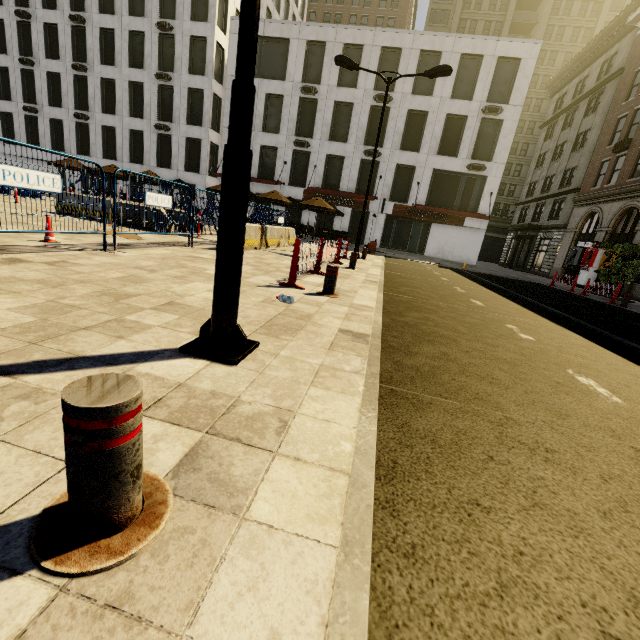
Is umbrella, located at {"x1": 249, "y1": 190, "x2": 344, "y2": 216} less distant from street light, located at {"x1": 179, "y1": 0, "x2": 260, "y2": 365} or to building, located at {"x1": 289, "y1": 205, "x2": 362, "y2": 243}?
building, located at {"x1": 289, "y1": 205, "x2": 362, "y2": 243}

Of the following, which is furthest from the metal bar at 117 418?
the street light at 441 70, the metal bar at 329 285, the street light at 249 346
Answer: the street light at 441 70

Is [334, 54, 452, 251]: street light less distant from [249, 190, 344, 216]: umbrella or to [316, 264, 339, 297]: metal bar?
[249, 190, 344, 216]: umbrella

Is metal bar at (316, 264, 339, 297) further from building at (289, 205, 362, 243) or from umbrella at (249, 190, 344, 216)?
building at (289, 205, 362, 243)

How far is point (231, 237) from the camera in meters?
2.5

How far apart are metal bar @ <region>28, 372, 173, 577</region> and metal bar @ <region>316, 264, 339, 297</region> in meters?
4.6 m

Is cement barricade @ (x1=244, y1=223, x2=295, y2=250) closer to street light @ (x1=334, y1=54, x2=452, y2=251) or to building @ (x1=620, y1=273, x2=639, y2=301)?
street light @ (x1=334, y1=54, x2=452, y2=251)

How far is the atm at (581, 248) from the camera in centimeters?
2058cm
